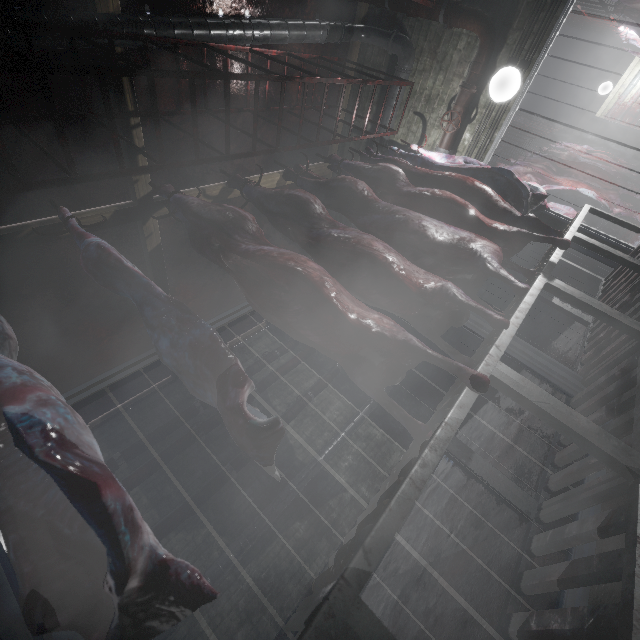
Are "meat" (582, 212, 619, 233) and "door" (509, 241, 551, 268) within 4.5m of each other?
yes

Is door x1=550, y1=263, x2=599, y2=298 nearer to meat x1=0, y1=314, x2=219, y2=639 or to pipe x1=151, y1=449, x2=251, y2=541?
pipe x1=151, y1=449, x2=251, y2=541

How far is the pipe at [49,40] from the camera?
A: 2.1 meters

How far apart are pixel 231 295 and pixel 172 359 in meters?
4.5 m

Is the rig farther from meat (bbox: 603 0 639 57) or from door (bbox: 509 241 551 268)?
meat (bbox: 603 0 639 57)

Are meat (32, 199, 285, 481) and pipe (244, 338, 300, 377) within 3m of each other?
no

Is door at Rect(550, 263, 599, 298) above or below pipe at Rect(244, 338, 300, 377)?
below

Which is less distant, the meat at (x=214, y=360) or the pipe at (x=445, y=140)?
the meat at (x=214, y=360)
